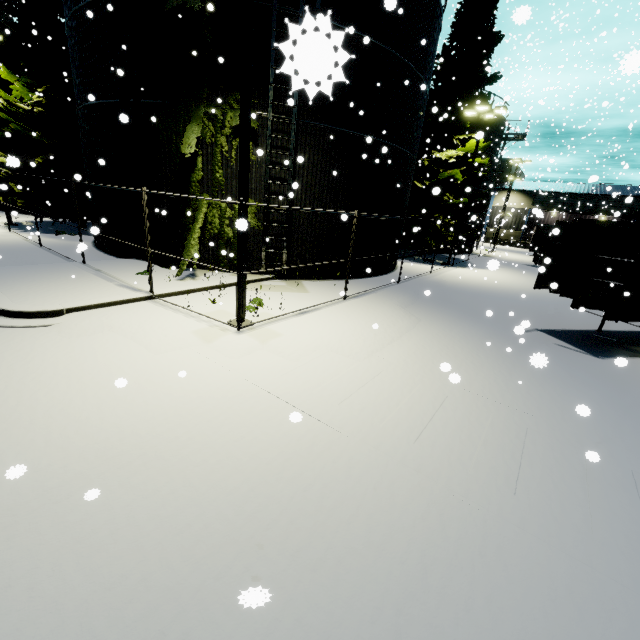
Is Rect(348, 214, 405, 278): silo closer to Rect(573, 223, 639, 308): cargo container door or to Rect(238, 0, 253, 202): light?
Rect(238, 0, 253, 202): light

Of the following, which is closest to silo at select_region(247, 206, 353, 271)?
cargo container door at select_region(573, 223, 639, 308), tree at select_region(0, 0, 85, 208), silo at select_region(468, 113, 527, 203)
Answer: tree at select_region(0, 0, 85, 208)

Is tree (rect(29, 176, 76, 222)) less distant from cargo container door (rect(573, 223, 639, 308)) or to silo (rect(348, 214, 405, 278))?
silo (rect(348, 214, 405, 278))

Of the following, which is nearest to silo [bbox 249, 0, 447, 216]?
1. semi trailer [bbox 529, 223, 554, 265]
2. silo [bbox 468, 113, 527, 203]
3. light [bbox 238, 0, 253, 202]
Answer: semi trailer [bbox 529, 223, 554, 265]

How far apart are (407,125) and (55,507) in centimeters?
1739cm

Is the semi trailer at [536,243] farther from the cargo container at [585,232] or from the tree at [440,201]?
the tree at [440,201]

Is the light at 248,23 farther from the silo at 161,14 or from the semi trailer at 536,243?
the semi trailer at 536,243

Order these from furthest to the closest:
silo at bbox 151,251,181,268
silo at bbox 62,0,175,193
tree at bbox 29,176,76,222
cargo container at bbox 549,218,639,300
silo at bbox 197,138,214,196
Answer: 1. tree at bbox 29,176,76,222
2. silo at bbox 151,251,181,268
3. silo at bbox 197,138,214,196
4. silo at bbox 62,0,175,193
5. cargo container at bbox 549,218,639,300
